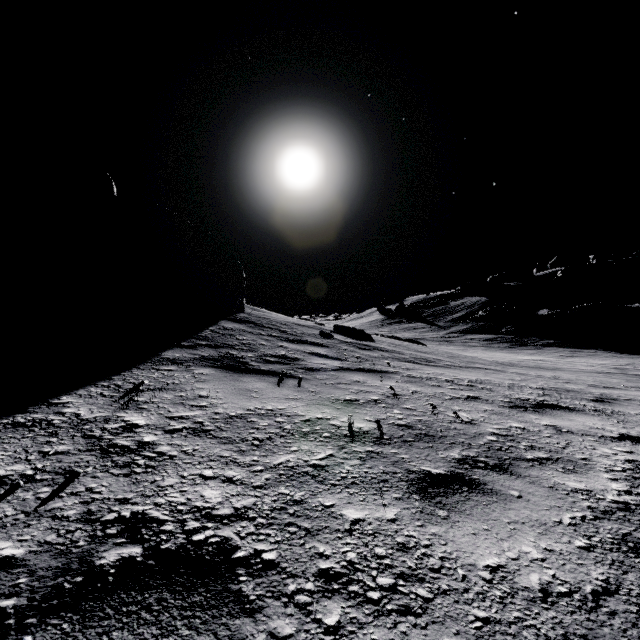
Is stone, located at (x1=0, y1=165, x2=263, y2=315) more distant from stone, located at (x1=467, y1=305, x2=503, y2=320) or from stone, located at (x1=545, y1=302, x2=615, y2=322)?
stone, located at (x1=467, y1=305, x2=503, y2=320)

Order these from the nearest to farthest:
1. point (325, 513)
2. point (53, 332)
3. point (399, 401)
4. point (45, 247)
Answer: point (325, 513) < point (399, 401) < point (53, 332) < point (45, 247)

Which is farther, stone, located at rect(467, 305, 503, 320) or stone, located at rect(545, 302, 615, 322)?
stone, located at rect(467, 305, 503, 320)

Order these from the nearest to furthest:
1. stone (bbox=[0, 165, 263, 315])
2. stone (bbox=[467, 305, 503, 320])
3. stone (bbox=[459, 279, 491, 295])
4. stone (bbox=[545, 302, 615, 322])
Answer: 1. stone (bbox=[0, 165, 263, 315])
2. stone (bbox=[545, 302, 615, 322])
3. stone (bbox=[467, 305, 503, 320])
4. stone (bbox=[459, 279, 491, 295])

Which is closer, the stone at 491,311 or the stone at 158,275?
the stone at 158,275

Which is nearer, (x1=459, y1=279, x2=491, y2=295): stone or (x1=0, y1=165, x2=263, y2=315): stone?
(x1=0, y1=165, x2=263, y2=315): stone

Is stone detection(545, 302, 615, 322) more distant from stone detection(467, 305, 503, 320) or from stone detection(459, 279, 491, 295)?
stone detection(459, 279, 491, 295)

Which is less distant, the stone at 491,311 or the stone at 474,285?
the stone at 491,311
